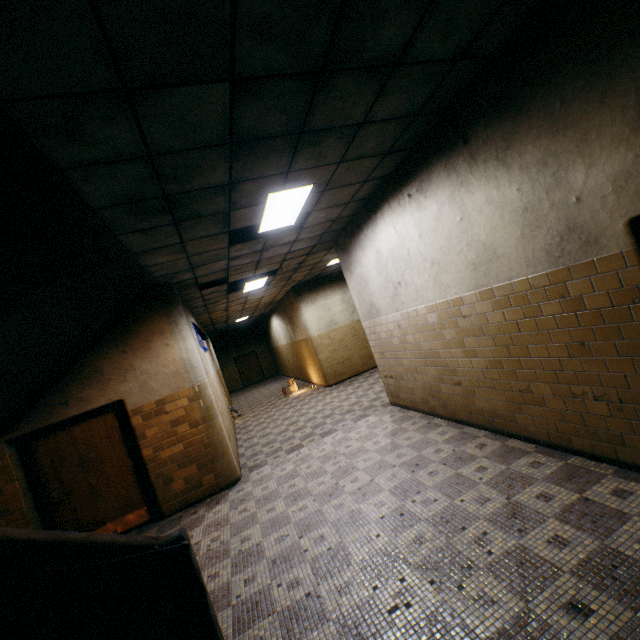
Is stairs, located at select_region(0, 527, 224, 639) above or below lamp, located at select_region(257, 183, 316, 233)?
below

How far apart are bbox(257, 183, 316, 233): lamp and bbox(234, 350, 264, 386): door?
18.5 meters

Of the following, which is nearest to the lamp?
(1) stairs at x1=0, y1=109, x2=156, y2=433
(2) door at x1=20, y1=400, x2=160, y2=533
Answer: (1) stairs at x1=0, y1=109, x2=156, y2=433

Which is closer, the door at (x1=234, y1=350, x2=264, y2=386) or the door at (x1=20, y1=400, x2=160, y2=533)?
the door at (x1=20, y1=400, x2=160, y2=533)

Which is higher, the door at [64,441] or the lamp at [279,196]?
the lamp at [279,196]

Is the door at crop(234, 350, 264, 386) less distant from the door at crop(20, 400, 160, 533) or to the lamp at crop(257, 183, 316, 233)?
the door at crop(20, 400, 160, 533)

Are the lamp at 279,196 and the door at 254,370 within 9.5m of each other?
no

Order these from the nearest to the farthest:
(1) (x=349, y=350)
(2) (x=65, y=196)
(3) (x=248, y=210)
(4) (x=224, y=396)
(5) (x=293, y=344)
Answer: (2) (x=65, y=196) < (3) (x=248, y=210) < (4) (x=224, y=396) < (1) (x=349, y=350) < (5) (x=293, y=344)
